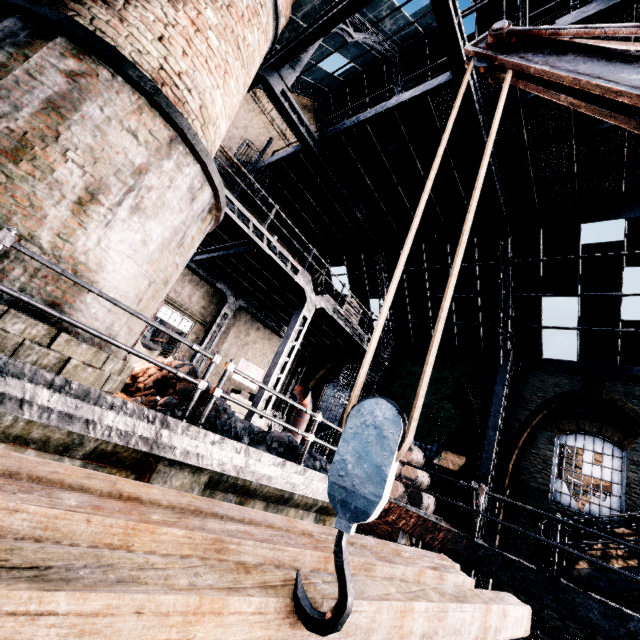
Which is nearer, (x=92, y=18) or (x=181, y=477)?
(x=92, y=18)

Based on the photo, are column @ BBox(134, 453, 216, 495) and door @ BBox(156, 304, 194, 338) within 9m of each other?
no

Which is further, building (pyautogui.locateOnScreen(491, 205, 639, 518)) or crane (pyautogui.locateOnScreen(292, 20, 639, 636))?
building (pyautogui.locateOnScreen(491, 205, 639, 518))

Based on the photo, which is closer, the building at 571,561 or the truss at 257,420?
the building at 571,561

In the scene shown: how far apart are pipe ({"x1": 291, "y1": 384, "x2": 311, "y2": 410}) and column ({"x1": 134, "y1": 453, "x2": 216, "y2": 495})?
11.6 meters

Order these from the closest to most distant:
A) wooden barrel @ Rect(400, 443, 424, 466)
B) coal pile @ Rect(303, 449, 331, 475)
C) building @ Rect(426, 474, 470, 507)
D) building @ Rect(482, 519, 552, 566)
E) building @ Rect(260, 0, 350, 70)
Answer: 1. coal pile @ Rect(303, 449, 331, 475)
2. building @ Rect(260, 0, 350, 70)
3. building @ Rect(482, 519, 552, 566)
4. building @ Rect(426, 474, 470, 507)
5. wooden barrel @ Rect(400, 443, 424, 466)

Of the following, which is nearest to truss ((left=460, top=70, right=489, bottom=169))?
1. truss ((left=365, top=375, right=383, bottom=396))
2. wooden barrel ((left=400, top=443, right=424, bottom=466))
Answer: wooden barrel ((left=400, top=443, right=424, bottom=466))

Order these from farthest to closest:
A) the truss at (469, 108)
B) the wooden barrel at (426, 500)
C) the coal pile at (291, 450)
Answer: the wooden barrel at (426, 500)
the truss at (469, 108)
the coal pile at (291, 450)
